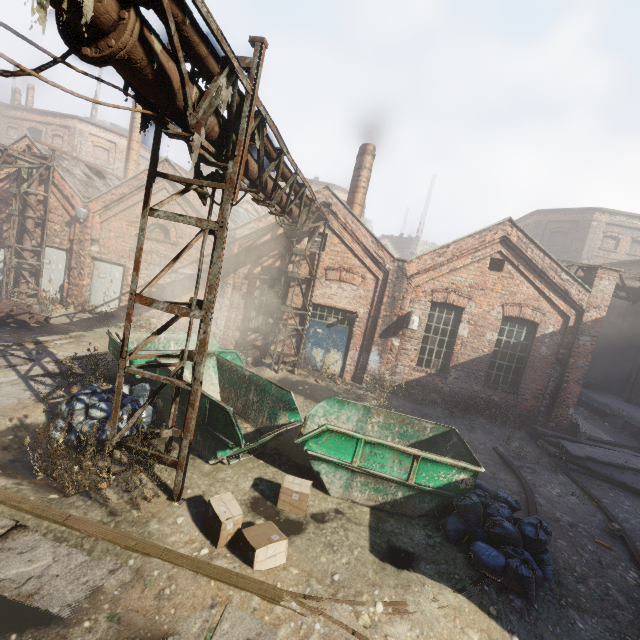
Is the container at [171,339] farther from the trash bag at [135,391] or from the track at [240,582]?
the track at [240,582]

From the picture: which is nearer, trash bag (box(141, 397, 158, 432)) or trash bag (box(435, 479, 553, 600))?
trash bag (box(435, 479, 553, 600))

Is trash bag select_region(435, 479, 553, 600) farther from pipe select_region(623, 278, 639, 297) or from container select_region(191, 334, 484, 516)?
pipe select_region(623, 278, 639, 297)

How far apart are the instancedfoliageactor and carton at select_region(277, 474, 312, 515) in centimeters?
690cm

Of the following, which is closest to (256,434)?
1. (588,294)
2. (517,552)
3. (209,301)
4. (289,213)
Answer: (209,301)

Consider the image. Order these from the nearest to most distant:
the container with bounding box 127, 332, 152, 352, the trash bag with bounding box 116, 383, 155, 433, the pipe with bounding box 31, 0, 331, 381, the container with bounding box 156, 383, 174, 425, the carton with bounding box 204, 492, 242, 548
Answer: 1. the pipe with bounding box 31, 0, 331, 381
2. the carton with bounding box 204, 492, 242, 548
3. the trash bag with bounding box 116, 383, 155, 433
4. the container with bounding box 156, 383, 174, 425
5. the container with bounding box 127, 332, 152, 352

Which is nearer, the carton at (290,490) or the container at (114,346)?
the carton at (290,490)

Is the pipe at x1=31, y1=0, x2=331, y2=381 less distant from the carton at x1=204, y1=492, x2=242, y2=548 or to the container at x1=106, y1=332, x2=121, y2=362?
the container at x1=106, y1=332, x2=121, y2=362
